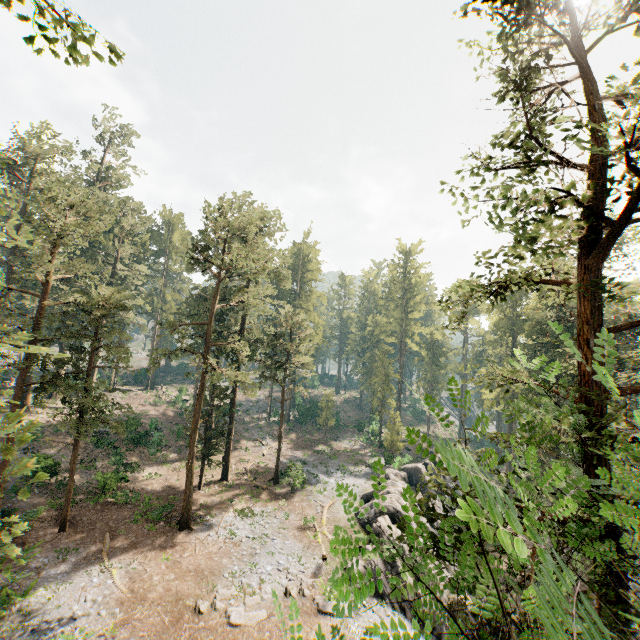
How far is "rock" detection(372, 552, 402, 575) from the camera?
21.1 meters

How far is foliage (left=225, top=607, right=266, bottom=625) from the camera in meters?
16.1

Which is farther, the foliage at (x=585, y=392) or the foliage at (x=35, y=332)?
the foliage at (x=35, y=332)

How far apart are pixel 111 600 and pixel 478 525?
23.9m

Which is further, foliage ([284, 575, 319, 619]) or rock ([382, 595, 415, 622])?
rock ([382, 595, 415, 622])

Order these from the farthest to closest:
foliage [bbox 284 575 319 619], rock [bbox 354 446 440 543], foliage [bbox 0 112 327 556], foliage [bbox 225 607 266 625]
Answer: rock [bbox 354 446 440 543] → foliage [bbox 0 112 327 556] → foliage [bbox 225 607 266 625] → foliage [bbox 284 575 319 619]

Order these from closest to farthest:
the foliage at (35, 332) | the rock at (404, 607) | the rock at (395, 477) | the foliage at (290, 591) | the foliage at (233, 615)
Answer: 1. the foliage at (290, 591)
2. the foliage at (233, 615)
3. the rock at (404, 607)
4. the foliage at (35, 332)
5. the rock at (395, 477)

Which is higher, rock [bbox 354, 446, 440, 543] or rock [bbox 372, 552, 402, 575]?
rock [bbox 354, 446, 440, 543]
